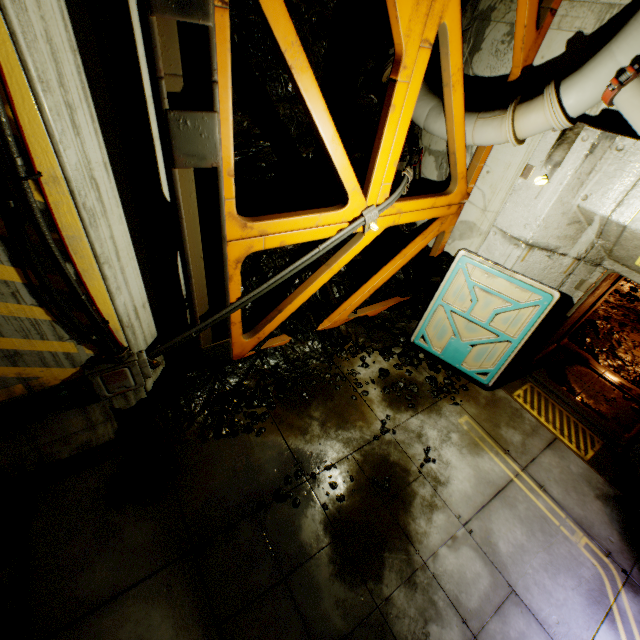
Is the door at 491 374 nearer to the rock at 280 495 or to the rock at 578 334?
the rock at 280 495

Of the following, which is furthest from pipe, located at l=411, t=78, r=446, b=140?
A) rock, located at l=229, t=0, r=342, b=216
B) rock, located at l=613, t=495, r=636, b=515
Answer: rock, located at l=613, t=495, r=636, b=515

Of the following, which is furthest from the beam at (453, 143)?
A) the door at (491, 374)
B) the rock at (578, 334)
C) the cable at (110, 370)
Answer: the rock at (578, 334)

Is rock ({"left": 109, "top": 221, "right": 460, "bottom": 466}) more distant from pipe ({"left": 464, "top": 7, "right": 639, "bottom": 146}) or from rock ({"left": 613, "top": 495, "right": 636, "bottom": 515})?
rock ({"left": 613, "top": 495, "right": 636, "bottom": 515})

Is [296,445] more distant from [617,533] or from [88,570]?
[617,533]

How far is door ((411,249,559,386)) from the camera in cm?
510

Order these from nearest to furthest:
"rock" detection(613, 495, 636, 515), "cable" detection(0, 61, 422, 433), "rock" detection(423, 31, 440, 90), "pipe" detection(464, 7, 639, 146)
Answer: "cable" detection(0, 61, 422, 433) < "pipe" detection(464, 7, 639, 146) < "rock" detection(613, 495, 636, 515) < "rock" detection(423, 31, 440, 90)

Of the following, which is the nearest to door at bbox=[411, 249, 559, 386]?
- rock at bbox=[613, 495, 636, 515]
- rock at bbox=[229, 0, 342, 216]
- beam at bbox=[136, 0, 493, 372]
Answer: rock at bbox=[229, 0, 342, 216]
